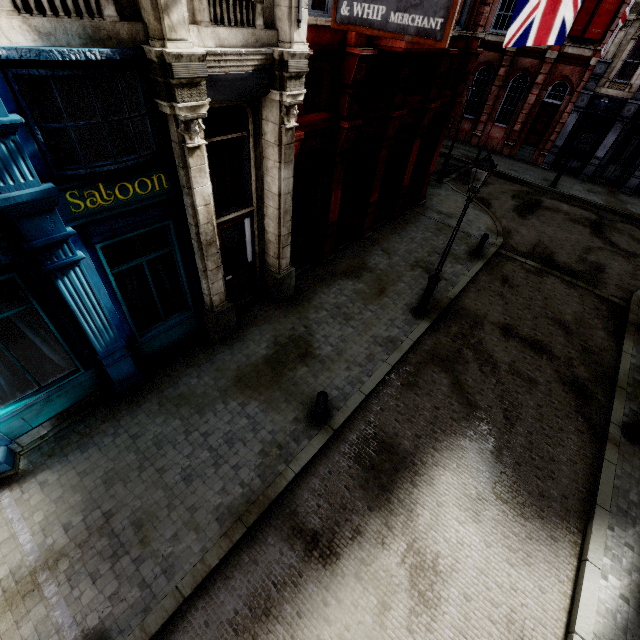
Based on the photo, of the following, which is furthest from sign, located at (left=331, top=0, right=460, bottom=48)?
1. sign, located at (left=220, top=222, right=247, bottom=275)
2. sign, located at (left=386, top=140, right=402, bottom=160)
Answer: sign, located at (left=386, top=140, right=402, bottom=160)

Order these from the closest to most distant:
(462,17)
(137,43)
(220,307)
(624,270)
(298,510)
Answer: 1. (137,43)
2. (298,510)
3. (220,307)
4. (462,17)
5. (624,270)

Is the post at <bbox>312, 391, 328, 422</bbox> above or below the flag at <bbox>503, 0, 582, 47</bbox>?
below

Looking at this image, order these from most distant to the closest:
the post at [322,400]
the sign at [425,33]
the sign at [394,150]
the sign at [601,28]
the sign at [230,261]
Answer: the sign at [601,28] → the sign at [394,150] → the sign at [230,261] → the post at [322,400] → the sign at [425,33]

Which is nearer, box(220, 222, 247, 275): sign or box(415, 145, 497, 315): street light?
box(415, 145, 497, 315): street light

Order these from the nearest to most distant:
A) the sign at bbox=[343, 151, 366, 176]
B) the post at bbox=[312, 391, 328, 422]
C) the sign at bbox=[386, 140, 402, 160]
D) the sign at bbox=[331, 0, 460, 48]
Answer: the sign at bbox=[331, 0, 460, 48]
the post at bbox=[312, 391, 328, 422]
the sign at bbox=[343, 151, 366, 176]
the sign at bbox=[386, 140, 402, 160]

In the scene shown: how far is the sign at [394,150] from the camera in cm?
1185

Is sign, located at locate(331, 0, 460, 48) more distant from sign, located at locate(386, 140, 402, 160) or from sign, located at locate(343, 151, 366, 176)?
sign, located at locate(386, 140, 402, 160)
